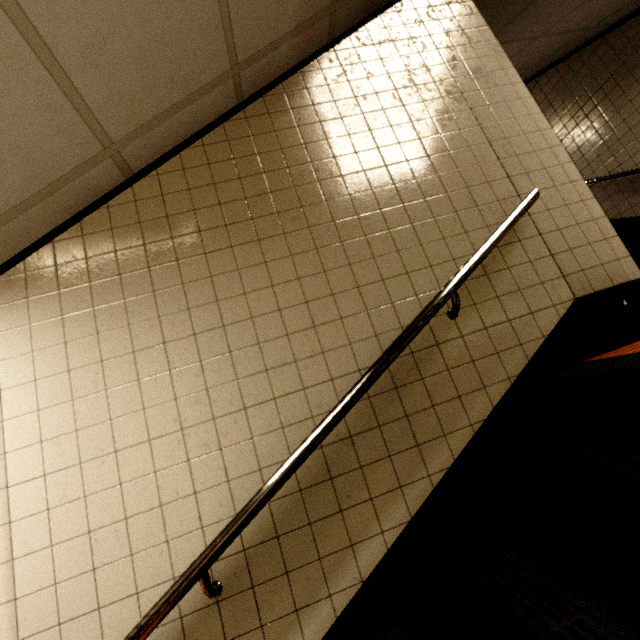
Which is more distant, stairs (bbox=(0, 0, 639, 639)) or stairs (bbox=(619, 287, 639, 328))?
stairs (bbox=(619, 287, 639, 328))

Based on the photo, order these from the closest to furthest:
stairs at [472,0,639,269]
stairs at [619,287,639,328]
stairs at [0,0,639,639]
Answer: stairs at [0,0,639,639], stairs at [619,287,639,328], stairs at [472,0,639,269]

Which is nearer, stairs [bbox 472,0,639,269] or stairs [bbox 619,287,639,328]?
stairs [bbox 619,287,639,328]

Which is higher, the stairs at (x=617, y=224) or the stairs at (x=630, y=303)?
the stairs at (x=617, y=224)

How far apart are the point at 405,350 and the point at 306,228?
0.89m

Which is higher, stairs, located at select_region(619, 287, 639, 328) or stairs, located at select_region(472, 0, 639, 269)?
stairs, located at select_region(472, 0, 639, 269)

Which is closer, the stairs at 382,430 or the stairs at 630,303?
the stairs at 382,430
